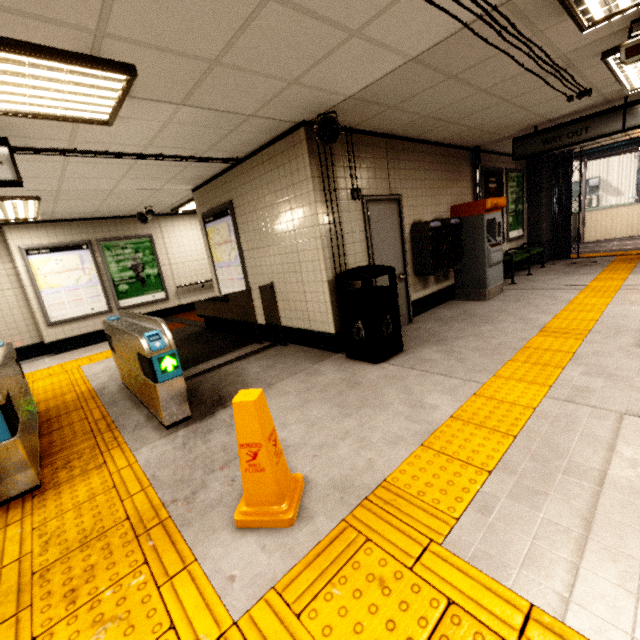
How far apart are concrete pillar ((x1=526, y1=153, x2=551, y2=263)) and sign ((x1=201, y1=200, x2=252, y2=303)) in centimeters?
832cm

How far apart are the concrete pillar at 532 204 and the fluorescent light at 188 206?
7.82m

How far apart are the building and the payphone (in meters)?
2.02

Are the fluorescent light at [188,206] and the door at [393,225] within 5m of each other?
yes

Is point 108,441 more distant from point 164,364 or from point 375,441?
point 375,441

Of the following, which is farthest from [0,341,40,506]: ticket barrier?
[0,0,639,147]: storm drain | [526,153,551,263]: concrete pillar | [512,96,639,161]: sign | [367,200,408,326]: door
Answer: [526,153,551,263]: concrete pillar

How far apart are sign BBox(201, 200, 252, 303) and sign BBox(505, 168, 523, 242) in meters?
6.8

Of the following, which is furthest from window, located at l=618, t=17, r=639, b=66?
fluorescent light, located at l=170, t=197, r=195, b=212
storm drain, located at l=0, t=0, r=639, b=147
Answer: fluorescent light, located at l=170, t=197, r=195, b=212
